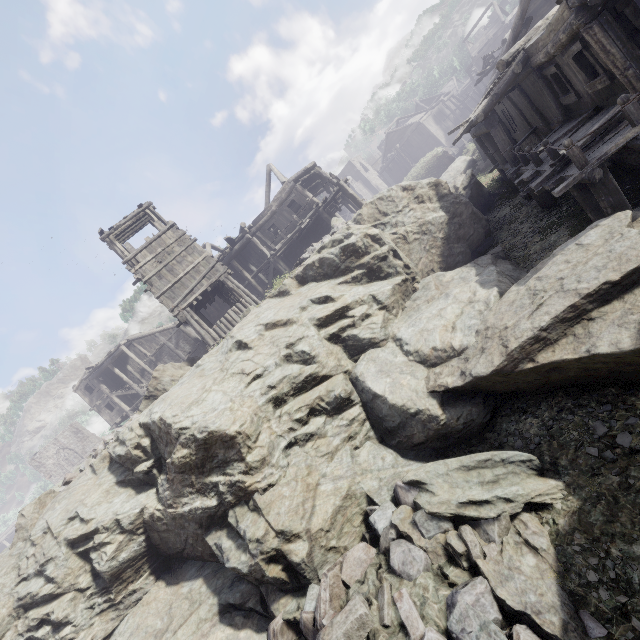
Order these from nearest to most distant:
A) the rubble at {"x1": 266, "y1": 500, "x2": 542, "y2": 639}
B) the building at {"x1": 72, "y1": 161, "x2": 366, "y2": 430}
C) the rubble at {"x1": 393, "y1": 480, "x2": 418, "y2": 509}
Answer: the rubble at {"x1": 266, "y1": 500, "x2": 542, "y2": 639} → the rubble at {"x1": 393, "y1": 480, "x2": 418, "y2": 509} → the building at {"x1": 72, "y1": 161, "x2": 366, "y2": 430}

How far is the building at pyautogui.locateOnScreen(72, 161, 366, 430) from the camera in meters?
17.1

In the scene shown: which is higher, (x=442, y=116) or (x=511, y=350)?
(x=442, y=116)

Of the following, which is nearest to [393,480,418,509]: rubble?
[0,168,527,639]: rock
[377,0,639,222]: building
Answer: [0,168,527,639]: rock

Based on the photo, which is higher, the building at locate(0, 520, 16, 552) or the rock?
the building at locate(0, 520, 16, 552)

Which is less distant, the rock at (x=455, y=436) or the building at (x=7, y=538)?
the rock at (x=455, y=436)

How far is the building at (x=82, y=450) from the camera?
39.2 meters
